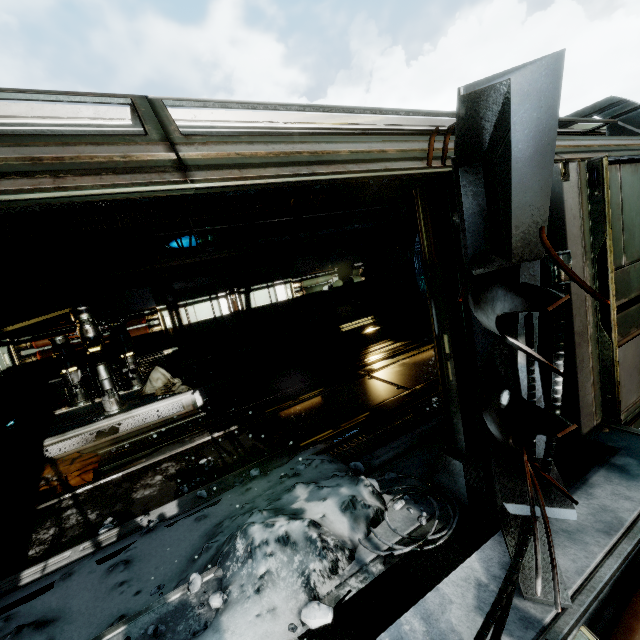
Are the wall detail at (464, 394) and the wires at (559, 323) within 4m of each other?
yes

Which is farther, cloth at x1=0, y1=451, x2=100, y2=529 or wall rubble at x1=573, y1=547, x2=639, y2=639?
cloth at x1=0, y1=451, x2=100, y2=529

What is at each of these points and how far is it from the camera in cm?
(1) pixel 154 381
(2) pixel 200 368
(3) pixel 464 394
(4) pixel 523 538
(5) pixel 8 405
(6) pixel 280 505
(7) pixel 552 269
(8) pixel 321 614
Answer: (1) cloth, 818
(2) crate, 837
(3) wall detail, 265
(4) wires, 170
(5) crate, 839
(6) snow pile, 318
(7) wires, 154
(8) rock, 205

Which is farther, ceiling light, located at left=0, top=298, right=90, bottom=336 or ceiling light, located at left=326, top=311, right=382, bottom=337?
ceiling light, located at left=326, top=311, right=382, bottom=337

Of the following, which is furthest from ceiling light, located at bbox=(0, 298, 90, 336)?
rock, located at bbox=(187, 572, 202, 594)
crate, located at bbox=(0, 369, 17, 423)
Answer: rock, located at bbox=(187, 572, 202, 594)

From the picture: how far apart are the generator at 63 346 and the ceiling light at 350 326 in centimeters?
563cm

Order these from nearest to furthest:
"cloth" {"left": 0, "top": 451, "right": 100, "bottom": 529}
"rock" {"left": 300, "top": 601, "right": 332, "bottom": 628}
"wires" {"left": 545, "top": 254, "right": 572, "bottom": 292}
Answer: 1. "wires" {"left": 545, "top": 254, "right": 572, "bottom": 292}
2. "rock" {"left": 300, "top": 601, "right": 332, "bottom": 628}
3. "cloth" {"left": 0, "top": 451, "right": 100, "bottom": 529}

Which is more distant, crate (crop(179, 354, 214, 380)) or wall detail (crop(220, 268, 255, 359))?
wall detail (crop(220, 268, 255, 359))
